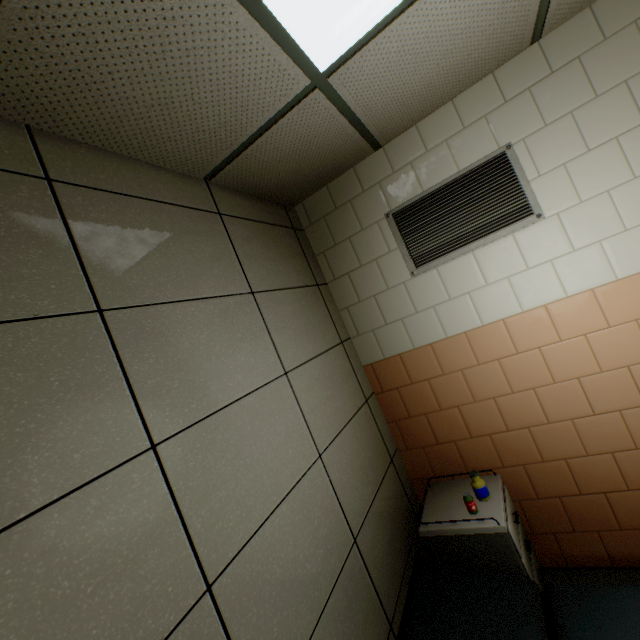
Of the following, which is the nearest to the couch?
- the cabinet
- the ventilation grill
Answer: the cabinet

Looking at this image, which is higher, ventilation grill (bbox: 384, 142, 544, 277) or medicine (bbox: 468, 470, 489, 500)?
ventilation grill (bbox: 384, 142, 544, 277)

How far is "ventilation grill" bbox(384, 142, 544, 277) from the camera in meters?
2.0

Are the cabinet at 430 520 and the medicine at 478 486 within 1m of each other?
yes

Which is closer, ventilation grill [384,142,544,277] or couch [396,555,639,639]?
couch [396,555,639,639]

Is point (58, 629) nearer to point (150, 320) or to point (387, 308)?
point (150, 320)

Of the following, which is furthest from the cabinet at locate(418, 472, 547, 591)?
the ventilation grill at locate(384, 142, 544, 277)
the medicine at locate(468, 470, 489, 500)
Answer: the ventilation grill at locate(384, 142, 544, 277)

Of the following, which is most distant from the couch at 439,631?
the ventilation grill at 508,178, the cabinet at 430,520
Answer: the ventilation grill at 508,178
